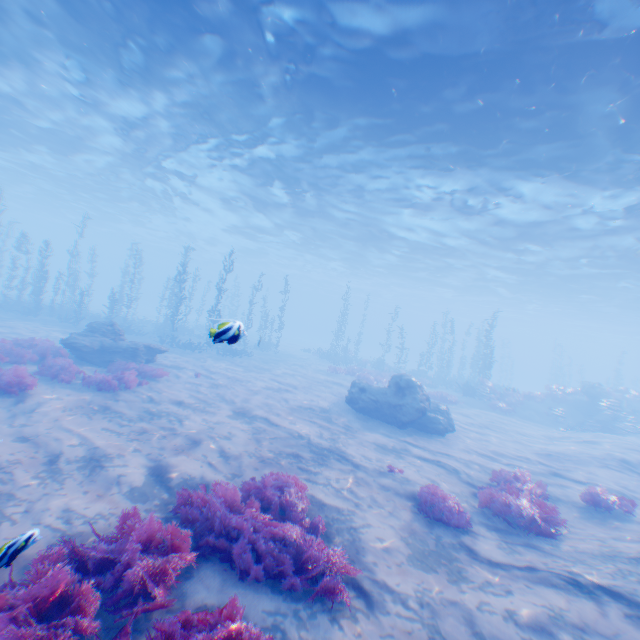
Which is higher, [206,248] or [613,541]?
[206,248]

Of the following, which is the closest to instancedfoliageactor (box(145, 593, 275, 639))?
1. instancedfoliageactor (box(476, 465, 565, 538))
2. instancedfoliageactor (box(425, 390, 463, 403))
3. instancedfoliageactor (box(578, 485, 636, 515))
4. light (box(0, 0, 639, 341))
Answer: instancedfoliageactor (box(476, 465, 565, 538))

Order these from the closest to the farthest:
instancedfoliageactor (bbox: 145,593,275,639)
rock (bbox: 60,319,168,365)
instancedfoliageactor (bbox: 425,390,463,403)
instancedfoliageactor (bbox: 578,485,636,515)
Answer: instancedfoliageactor (bbox: 145,593,275,639)
instancedfoliageactor (bbox: 578,485,636,515)
rock (bbox: 60,319,168,365)
instancedfoliageactor (bbox: 425,390,463,403)

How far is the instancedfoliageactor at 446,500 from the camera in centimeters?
711cm

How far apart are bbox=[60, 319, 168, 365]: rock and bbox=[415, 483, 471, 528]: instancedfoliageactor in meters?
13.1

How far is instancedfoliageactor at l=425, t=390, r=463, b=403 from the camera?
23.59m

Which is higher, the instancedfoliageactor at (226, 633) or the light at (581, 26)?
the light at (581, 26)

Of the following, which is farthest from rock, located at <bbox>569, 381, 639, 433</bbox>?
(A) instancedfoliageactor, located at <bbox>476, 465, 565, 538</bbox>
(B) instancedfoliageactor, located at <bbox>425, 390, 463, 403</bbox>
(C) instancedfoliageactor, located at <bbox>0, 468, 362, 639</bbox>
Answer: (C) instancedfoliageactor, located at <bbox>0, 468, 362, 639</bbox>
